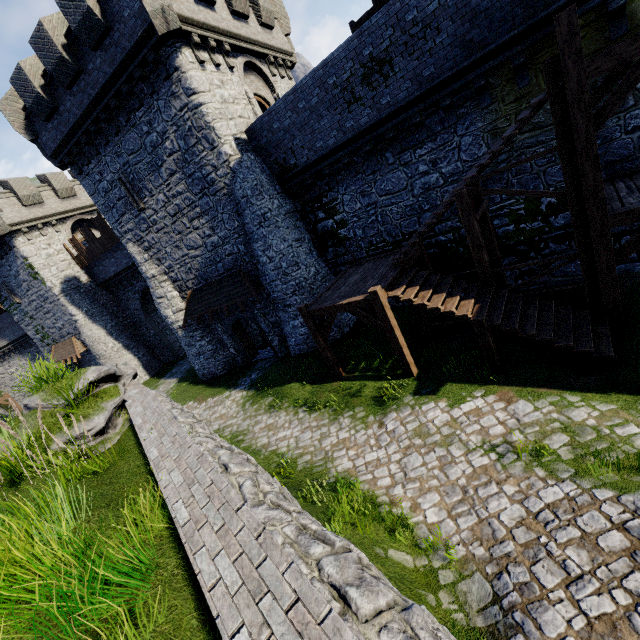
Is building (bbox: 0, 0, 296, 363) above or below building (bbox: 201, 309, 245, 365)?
above

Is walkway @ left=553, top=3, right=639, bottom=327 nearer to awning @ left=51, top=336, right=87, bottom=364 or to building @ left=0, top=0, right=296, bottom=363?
building @ left=0, top=0, right=296, bottom=363

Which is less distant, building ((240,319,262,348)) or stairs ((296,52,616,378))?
stairs ((296,52,616,378))

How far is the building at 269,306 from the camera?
16.61m

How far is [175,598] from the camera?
2.7 meters

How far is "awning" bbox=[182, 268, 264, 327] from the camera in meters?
15.7

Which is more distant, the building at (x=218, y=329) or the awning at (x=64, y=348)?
the awning at (x=64, y=348)
